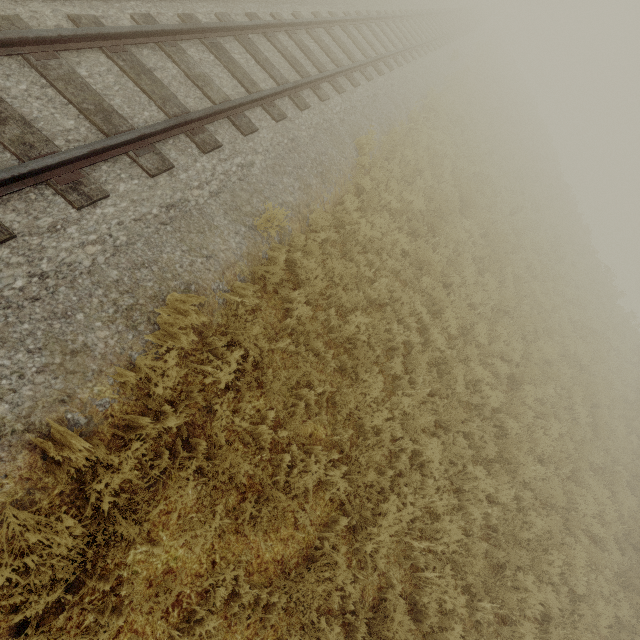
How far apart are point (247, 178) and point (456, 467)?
6.6m
